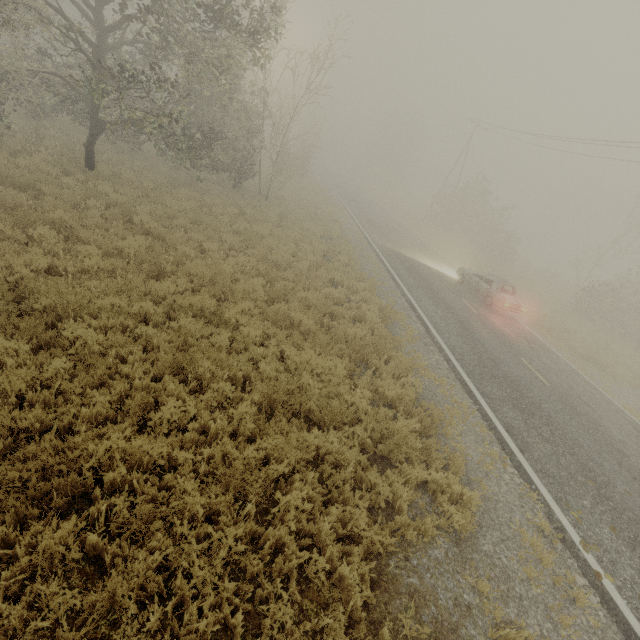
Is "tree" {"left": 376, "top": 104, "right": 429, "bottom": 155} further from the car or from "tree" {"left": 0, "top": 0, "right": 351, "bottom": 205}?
the car

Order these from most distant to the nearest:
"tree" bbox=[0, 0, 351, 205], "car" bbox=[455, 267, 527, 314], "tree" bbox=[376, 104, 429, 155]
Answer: "tree" bbox=[376, 104, 429, 155] → "car" bbox=[455, 267, 527, 314] → "tree" bbox=[0, 0, 351, 205]

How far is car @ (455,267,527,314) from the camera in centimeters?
1608cm

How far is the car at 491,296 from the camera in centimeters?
1608cm

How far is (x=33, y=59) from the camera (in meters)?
16.39

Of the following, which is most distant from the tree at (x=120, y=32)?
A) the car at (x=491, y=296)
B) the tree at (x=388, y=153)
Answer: the car at (x=491, y=296)

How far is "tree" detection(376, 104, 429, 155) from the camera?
56.9m

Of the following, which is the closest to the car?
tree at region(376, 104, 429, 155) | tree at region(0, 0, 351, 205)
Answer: tree at region(376, 104, 429, 155)
